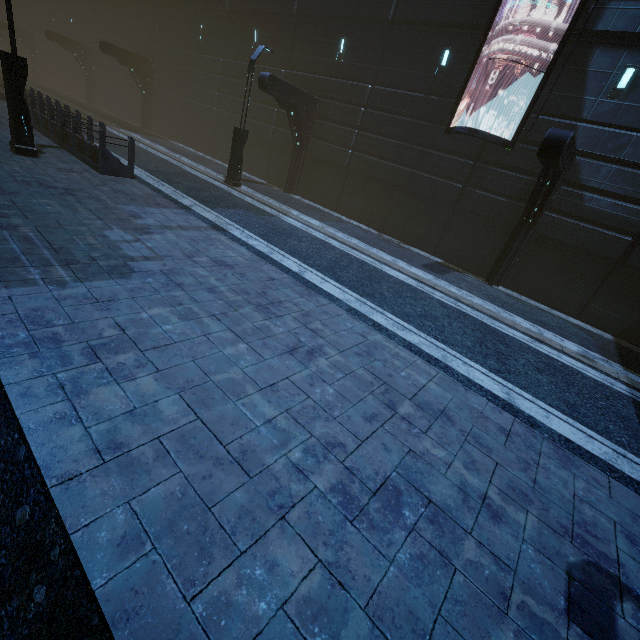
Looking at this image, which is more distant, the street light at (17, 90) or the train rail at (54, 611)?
the street light at (17, 90)

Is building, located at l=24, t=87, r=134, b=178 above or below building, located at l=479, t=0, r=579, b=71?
below

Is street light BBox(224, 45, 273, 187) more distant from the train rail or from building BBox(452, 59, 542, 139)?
the train rail

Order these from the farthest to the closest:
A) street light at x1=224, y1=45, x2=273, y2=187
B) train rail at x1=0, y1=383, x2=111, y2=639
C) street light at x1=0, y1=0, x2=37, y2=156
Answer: street light at x1=224, y1=45, x2=273, y2=187
street light at x1=0, y1=0, x2=37, y2=156
train rail at x1=0, y1=383, x2=111, y2=639

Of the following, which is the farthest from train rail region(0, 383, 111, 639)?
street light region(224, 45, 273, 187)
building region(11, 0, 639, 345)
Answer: street light region(224, 45, 273, 187)

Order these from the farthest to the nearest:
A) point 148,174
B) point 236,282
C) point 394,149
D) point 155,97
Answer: point 155,97 → point 394,149 → point 148,174 → point 236,282

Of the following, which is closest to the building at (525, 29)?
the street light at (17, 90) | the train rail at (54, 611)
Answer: the train rail at (54, 611)

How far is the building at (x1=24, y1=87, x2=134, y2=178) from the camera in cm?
1023
